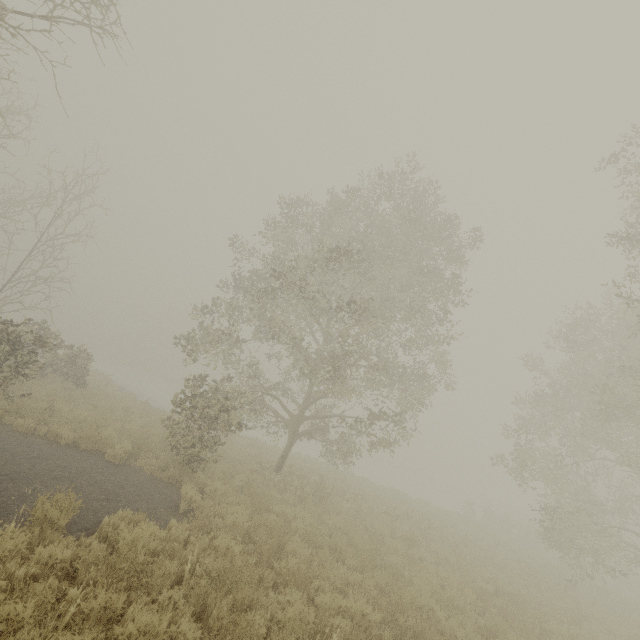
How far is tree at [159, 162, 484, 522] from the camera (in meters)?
11.20

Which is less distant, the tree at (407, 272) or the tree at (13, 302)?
the tree at (407, 272)

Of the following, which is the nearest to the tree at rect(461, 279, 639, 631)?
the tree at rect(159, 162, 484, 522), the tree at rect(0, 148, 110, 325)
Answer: the tree at rect(159, 162, 484, 522)

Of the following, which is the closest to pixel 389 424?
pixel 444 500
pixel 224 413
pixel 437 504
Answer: pixel 224 413

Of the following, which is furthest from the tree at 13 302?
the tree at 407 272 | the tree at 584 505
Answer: the tree at 584 505

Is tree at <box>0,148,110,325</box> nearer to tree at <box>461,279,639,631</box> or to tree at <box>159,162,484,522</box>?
tree at <box>159,162,484,522</box>

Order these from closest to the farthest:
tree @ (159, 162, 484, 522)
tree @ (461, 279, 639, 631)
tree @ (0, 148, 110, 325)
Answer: tree @ (159, 162, 484, 522) → tree @ (461, 279, 639, 631) → tree @ (0, 148, 110, 325)
